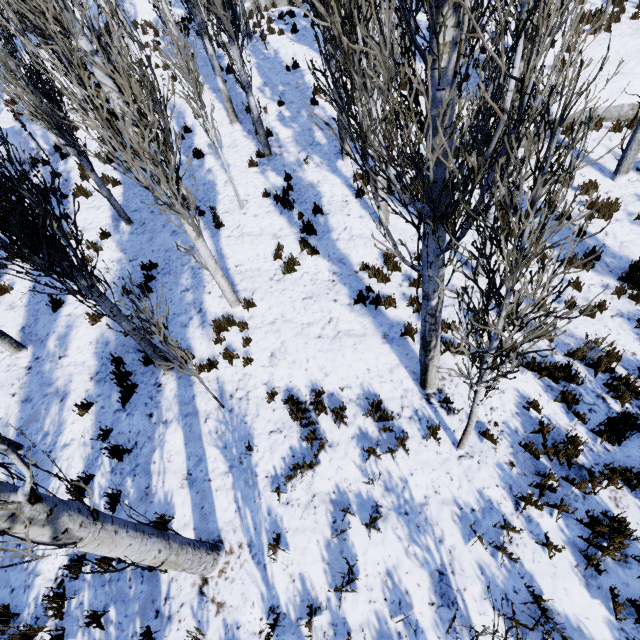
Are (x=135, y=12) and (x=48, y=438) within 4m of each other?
no

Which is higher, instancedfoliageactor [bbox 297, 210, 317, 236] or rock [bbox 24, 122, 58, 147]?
rock [bbox 24, 122, 58, 147]

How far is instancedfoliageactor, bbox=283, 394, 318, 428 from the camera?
5.31m

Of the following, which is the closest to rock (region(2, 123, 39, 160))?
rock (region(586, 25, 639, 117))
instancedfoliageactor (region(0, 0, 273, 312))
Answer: instancedfoliageactor (region(0, 0, 273, 312))

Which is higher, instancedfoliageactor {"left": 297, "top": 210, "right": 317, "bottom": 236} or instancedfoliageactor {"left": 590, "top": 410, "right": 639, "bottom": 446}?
instancedfoliageactor {"left": 297, "top": 210, "right": 317, "bottom": 236}

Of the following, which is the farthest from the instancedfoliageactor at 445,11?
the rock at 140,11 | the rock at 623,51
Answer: the rock at 140,11

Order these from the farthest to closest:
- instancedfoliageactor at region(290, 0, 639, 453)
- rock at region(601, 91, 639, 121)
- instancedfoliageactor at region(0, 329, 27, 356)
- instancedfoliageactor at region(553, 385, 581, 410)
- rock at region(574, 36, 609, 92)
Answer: rock at region(574, 36, 609, 92), rock at region(601, 91, 639, 121), instancedfoliageactor at region(0, 329, 27, 356), instancedfoliageactor at region(553, 385, 581, 410), instancedfoliageactor at region(290, 0, 639, 453)

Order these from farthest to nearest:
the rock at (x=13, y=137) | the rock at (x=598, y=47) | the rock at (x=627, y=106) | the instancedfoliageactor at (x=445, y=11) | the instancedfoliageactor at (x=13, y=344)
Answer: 1. the rock at (x=13, y=137)
2. the rock at (x=598, y=47)
3. the rock at (x=627, y=106)
4. the instancedfoliageactor at (x=13, y=344)
5. the instancedfoliageactor at (x=445, y=11)
